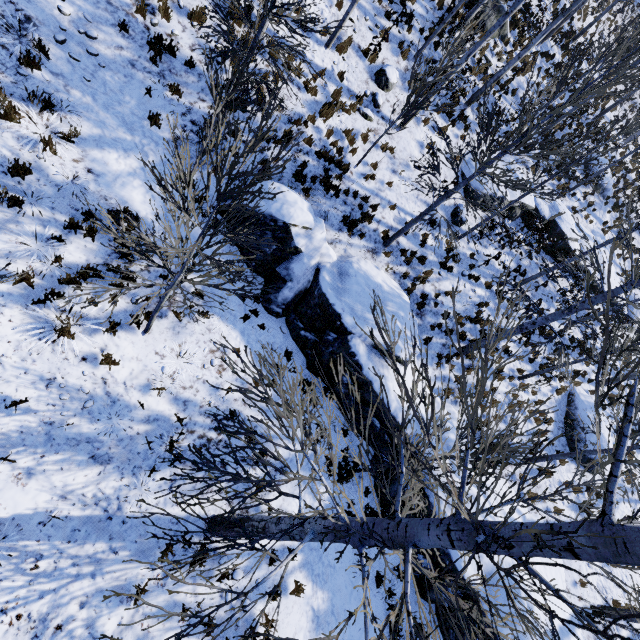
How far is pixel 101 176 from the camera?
7.3m

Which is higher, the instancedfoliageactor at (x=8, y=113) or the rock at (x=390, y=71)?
the rock at (x=390, y=71)

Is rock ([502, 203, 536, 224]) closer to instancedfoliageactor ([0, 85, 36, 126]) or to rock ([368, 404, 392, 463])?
instancedfoliageactor ([0, 85, 36, 126])

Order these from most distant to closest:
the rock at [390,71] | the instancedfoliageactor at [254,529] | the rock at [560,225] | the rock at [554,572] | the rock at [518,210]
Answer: the rock at [560,225] → the rock at [518,210] → the rock at [390,71] → the rock at [554,572] → the instancedfoliageactor at [254,529]

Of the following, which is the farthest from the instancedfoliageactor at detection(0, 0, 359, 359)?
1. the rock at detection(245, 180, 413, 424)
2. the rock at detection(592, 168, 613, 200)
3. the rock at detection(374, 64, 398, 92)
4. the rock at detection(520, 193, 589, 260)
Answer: the rock at detection(592, 168, 613, 200)

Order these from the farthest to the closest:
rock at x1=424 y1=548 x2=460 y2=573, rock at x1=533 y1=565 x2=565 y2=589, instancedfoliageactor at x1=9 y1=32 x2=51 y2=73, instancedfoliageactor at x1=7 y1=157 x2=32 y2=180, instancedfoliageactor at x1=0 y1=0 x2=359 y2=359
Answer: rock at x1=533 y1=565 x2=565 y2=589 < rock at x1=424 y1=548 x2=460 y2=573 < instancedfoliageactor at x1=9 y1=32 x2=51 y2=73 < instancedfoliageactor at x1=7 y1=157 x2=32 y2=180 < instancedfoliageactor at x1=0 y1=0 x2=359 y2=359

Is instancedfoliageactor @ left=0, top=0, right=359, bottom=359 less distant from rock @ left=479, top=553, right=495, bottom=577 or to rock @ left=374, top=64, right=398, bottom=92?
rock @ left=479, top=553, right=495, bottom=577
